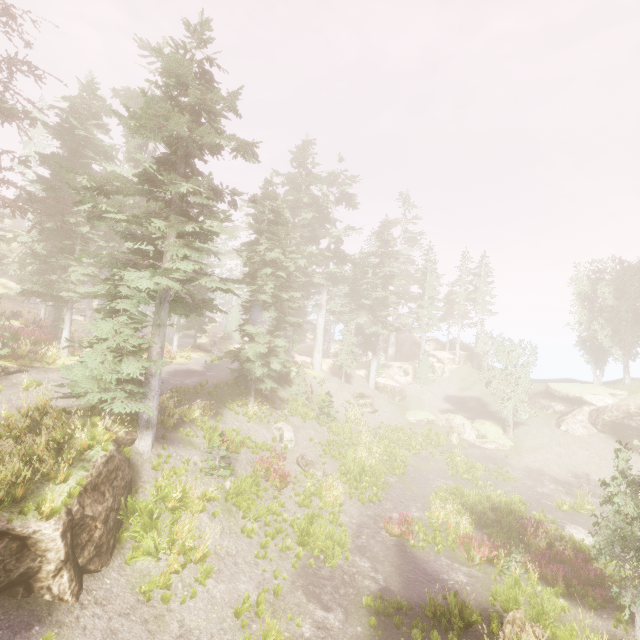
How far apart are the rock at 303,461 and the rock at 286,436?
0.83m

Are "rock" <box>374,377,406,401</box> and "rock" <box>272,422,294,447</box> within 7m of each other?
no

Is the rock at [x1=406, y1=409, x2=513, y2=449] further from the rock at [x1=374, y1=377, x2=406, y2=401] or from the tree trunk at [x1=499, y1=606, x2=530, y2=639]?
the tree trunk at [x1=499, y1=606, x2=530, y2=639]

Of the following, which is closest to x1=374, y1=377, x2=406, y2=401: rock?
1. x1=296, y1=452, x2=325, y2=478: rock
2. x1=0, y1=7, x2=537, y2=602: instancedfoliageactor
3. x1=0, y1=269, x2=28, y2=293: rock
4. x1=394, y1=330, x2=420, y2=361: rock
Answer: x1=0, y1=7, x2=537, y2=602: instancedfoliageactor

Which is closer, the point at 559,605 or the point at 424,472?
the point at 559,605

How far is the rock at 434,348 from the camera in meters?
46.6

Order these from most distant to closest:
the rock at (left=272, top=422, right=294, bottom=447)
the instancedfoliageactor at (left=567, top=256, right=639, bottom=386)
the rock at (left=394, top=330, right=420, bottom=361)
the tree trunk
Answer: the rock at (left=394, top=330, right=420, bottom=361) → the instancedfoliageactor at (left=567, top=256, right=639, bottom=386) → the rock at (left=272, top=422, right=294, bottom=447) → the tree trunk

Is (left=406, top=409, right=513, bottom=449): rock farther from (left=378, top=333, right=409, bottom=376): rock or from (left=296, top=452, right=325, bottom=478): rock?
(left=296, top=452, right=325, bottom=478): rock
